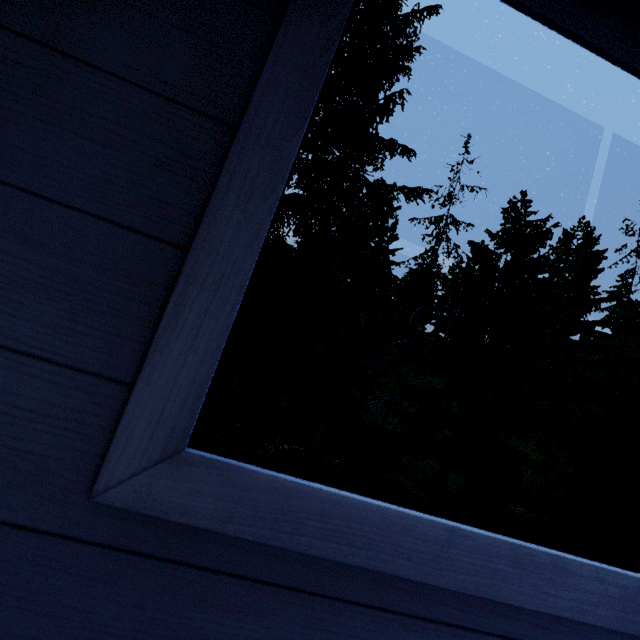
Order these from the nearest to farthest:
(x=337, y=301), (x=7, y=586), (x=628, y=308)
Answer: (x=7, y=586) → (x=337, y=301) → (x=628, y=308)
